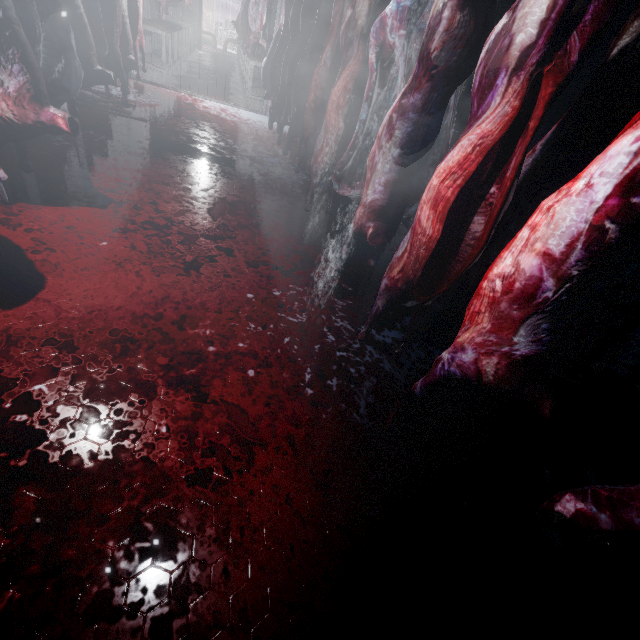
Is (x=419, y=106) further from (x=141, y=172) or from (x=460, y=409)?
(x=141, y=172)

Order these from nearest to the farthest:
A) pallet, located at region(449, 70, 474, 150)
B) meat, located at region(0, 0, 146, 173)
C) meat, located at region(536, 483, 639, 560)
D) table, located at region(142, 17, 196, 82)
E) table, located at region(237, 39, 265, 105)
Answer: meat, located at region(536, 483, 639, 560), meat, located at region(0, 0, 146, 173), pallet, located at region(449, 70, 474, 150), table, located at region(142, 17, 196, 82), table, located at region(237, 39, 265, 105)

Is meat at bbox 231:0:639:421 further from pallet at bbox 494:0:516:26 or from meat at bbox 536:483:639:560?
pallet at bbox 494:0:516:26

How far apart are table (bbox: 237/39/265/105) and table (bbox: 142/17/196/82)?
1.6m

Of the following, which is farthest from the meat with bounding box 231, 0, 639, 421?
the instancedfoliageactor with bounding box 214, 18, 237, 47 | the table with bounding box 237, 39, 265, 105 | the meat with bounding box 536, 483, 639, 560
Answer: the instancedfoliageactor with bounding box 214, 18, 237, 47

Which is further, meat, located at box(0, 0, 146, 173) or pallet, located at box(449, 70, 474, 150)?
pallet, located at box(449, 70, 474, 150)

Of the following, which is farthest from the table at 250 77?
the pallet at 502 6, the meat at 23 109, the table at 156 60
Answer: the meat at 23 109

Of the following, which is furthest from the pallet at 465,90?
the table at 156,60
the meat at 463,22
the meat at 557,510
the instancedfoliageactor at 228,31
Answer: the instancedfoliageactor at 228,31
